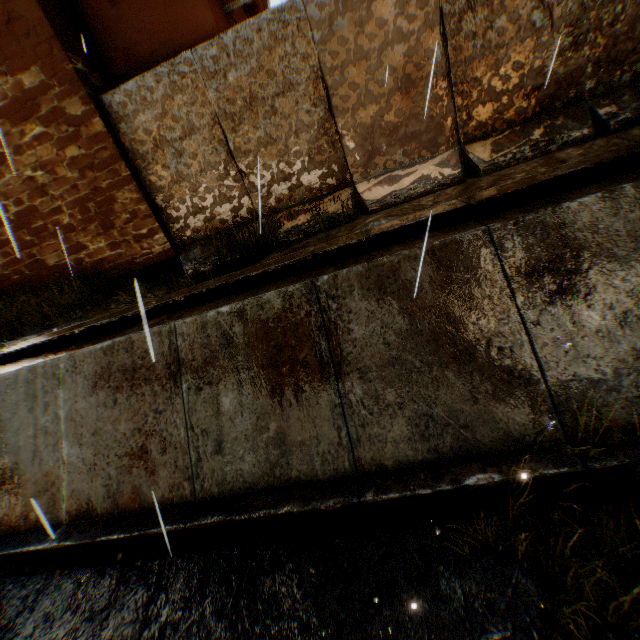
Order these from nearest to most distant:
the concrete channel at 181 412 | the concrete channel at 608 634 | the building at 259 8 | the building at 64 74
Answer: the concrete channel at 608 634, the concrete channel at 181 412, the building at 64 74, the building at 259 8

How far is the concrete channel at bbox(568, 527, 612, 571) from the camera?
2.7 meters

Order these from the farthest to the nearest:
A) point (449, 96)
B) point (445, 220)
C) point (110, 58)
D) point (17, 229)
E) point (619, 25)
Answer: point (17, 229) → point (110, 58) → point (449, 96) → point (619, 25) → point (445, 220)

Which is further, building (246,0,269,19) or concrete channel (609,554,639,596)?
building (246,0,269,19)

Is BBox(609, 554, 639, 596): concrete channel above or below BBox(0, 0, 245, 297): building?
below

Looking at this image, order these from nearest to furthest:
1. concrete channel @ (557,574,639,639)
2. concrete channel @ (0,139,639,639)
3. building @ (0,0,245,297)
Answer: concrete channel @ (557,574,639,639) < concrete channel @ (0,139,639,639) < building @ (0,0,245,297)

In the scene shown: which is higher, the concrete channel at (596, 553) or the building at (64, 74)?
the building at (64, 74)
